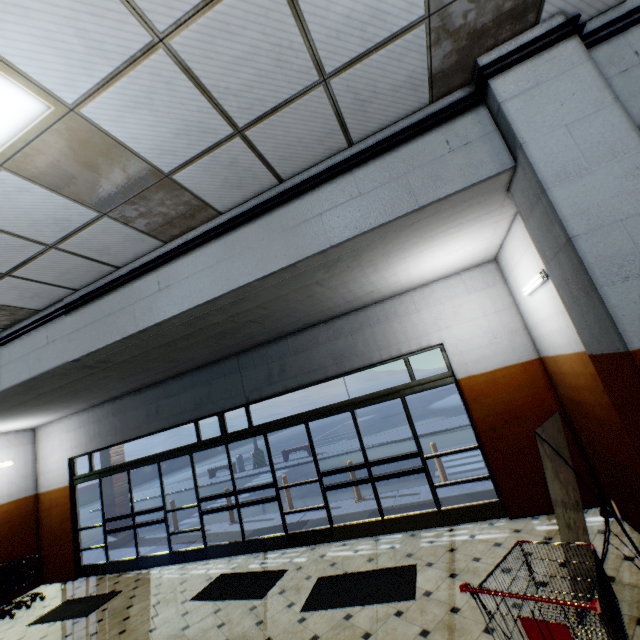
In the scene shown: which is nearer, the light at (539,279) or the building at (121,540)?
the light at (539,279)

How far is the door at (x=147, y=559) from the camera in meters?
7.3 m

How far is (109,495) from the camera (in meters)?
10.32

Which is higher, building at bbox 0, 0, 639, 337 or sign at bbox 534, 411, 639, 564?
building at bbox 0, 0, 639, 337

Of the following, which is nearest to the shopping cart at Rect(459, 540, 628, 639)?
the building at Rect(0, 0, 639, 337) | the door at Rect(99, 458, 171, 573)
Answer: the building at Rect(0, 0, 639, 337)

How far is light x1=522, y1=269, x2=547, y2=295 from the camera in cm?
377

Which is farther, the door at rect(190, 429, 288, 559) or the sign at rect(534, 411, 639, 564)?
the door at rect(190, 429, 288, 559)

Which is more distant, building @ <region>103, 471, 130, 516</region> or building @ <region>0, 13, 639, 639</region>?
building @ <region>103, 471, 130, 516</region>
